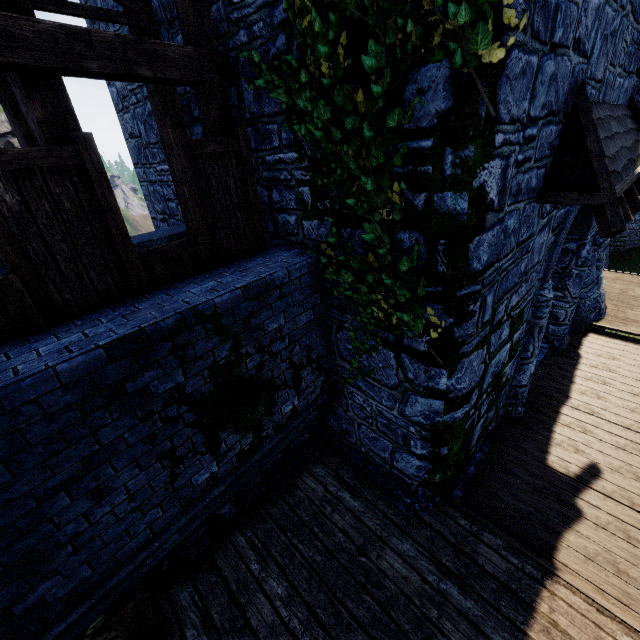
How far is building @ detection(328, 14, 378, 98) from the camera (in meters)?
3.09

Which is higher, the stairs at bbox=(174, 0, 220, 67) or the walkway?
the stairs at bbox=(174, 0, 220, 67)

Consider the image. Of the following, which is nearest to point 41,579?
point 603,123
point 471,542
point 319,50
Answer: point 471,542

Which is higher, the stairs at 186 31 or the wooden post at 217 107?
the stairs at 186 31

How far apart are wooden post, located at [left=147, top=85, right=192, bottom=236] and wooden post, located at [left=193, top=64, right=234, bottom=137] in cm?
110

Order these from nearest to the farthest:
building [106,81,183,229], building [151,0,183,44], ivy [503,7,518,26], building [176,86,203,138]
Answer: ivy [503,7,518,26] < building [151,0,183,44] < building [176,86,203,138] < building [106,81,183,229]

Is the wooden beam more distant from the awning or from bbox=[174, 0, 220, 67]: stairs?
the awning

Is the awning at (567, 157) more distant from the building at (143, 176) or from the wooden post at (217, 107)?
the wooden post at (217, 107)
